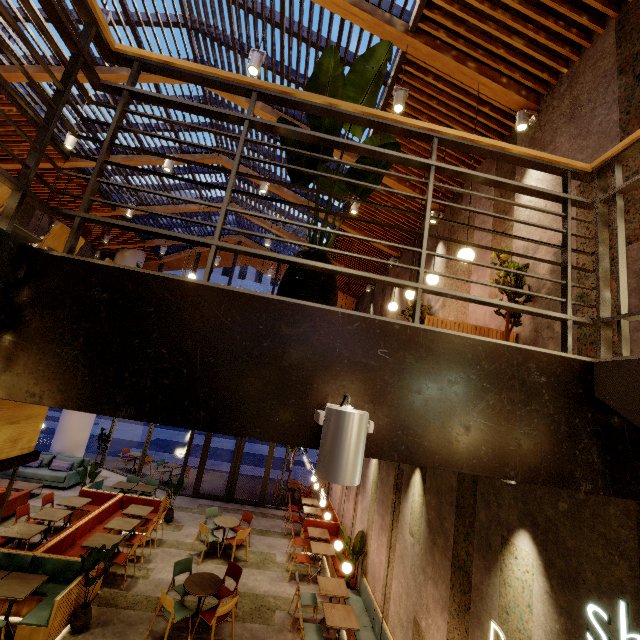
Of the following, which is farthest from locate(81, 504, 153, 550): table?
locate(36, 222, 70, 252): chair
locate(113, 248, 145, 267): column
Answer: locate(36, 222, 70, 252): chair

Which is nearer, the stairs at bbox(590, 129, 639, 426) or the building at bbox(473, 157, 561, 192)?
the stairs at bbox(590, 129, 639, 426)

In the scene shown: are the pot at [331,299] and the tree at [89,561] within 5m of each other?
no

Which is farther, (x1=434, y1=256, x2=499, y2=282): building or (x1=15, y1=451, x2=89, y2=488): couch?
(x1=15, y1=451, x2=89, y2=488): couch

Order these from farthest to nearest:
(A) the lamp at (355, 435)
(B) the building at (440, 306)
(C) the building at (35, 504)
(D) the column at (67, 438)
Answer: (D) the column at (67, 438) → (C) the building at (35, 504) → (B) the building at (440, 306) → (A) the lamp at (355, 435)

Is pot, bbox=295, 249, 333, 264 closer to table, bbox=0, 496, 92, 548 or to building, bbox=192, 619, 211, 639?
building, bbox=192, 619, 211, 639

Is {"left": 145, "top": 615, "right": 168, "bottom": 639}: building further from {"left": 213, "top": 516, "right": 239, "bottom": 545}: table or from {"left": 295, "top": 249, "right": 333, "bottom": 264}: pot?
{"left": 213, "top": 516, "right": 239, "bottom": 545}: table

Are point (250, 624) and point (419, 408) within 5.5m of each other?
no
